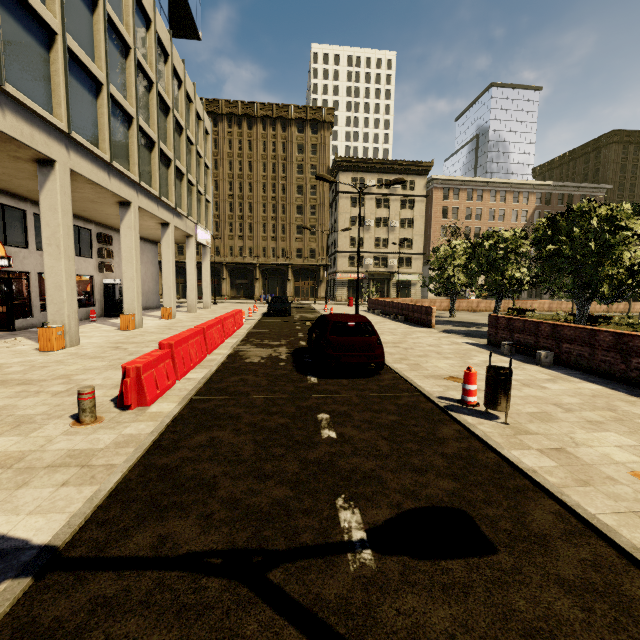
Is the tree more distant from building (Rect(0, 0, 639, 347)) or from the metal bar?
the metal bar

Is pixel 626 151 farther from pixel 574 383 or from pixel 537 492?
pixel 537 492

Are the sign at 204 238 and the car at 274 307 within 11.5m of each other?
yes

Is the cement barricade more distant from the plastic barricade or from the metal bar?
the plastic barricade

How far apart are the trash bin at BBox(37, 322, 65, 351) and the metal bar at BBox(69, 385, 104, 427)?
6.8 meters

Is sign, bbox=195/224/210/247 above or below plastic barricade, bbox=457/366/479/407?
above

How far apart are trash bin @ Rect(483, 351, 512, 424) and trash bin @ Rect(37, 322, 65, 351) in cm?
1223

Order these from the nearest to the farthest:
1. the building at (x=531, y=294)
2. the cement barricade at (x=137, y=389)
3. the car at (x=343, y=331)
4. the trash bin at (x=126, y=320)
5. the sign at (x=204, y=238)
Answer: the cement barricade at (x=137, y=389) → the car at (x=343, y=331) → the trash bin at (x=126, y=320) → the sign at (x=204, y=238) → the building at (x=531, y=294)
